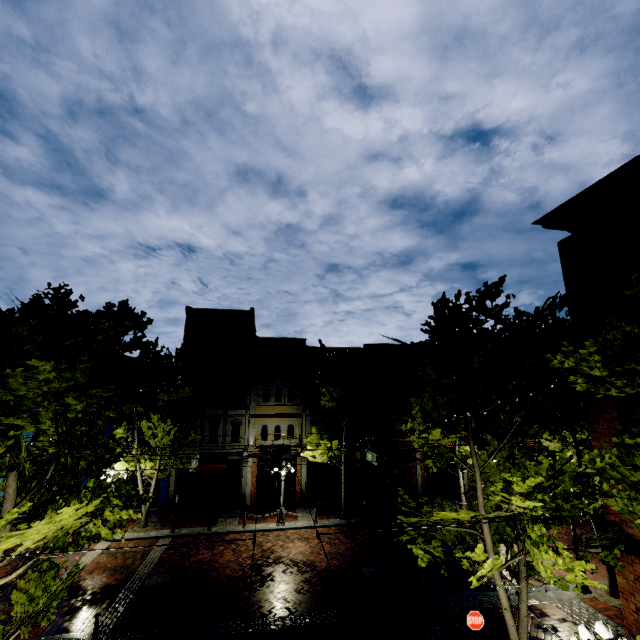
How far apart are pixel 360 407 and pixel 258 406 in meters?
7.9 m

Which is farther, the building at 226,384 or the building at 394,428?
the building at 394,428

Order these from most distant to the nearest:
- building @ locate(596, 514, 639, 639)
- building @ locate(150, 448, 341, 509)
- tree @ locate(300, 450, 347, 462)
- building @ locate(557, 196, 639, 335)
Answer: building @ locate(150, 448, 341, 509) < tree @ locate(300, 450, 347, 462) < building @ locate(557, 196, 639, 335) < building @ locate(596, 514, 639, 639)

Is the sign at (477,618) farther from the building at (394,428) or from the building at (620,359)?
the building at (394,428)

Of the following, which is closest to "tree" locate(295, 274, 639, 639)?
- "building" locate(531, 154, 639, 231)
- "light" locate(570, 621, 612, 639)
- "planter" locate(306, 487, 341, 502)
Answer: "building" locate(531, 154, 639, 231)

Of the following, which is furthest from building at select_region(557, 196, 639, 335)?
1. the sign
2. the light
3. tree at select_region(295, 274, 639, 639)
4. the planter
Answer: the planter

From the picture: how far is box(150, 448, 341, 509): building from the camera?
22.6m
